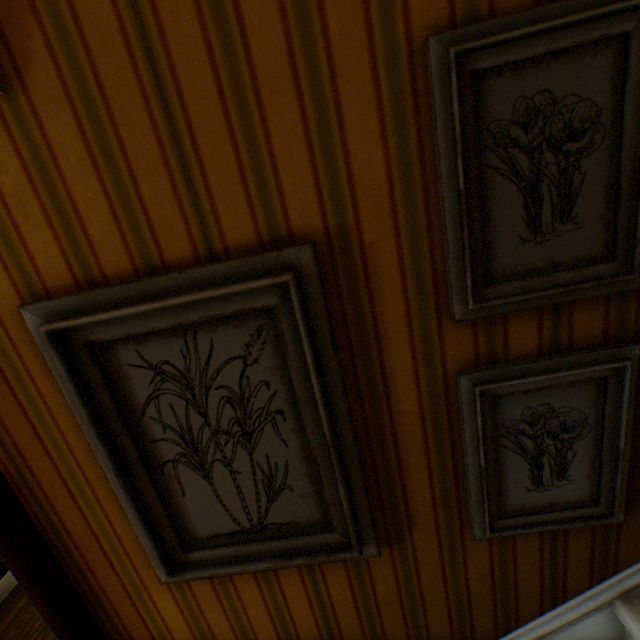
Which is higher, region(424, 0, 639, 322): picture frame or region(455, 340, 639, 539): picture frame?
region(424, 0, 639, 322): picture frame

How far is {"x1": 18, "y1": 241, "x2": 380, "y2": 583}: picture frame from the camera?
0.8m

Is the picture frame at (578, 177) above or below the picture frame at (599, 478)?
above

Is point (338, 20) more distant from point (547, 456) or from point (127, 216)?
point (547, 456)

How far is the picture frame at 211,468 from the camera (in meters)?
0.77
